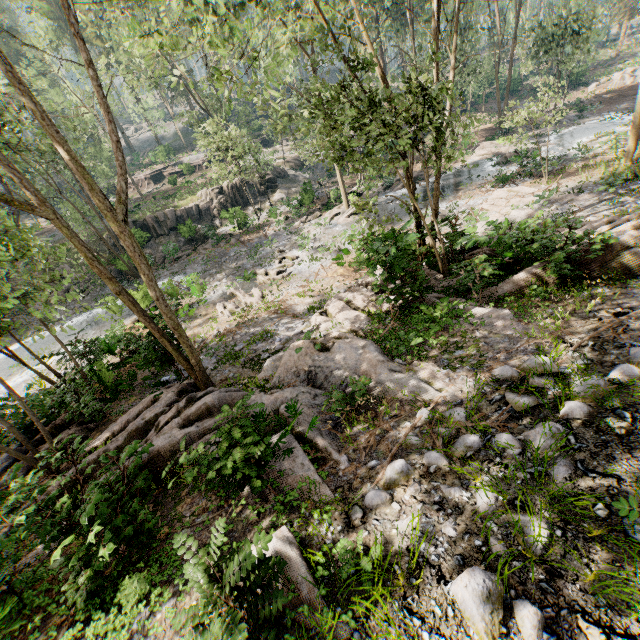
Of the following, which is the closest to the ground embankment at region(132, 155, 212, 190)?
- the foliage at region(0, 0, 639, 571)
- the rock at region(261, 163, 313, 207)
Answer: the foliage at region(0, 0, 639, 571)

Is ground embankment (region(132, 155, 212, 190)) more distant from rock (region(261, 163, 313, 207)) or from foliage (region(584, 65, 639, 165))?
rock (region(261, 163, 313, 207))

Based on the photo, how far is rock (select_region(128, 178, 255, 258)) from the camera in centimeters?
3009cm

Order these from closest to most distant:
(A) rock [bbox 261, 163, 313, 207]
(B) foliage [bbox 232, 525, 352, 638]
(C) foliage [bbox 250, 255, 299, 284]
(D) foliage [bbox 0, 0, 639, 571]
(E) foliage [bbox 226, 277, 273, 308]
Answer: (B) foliage [bbox 232, 525, 352, 638] < (D) foliage [bbox 0, 0, 639, 571] < (E) foliage [bbox 226, 277, 273, 308] < (C) foliage [bbox 250, 255, 299, 284] < (A) rock [bbox 261, 163, 313, 207]

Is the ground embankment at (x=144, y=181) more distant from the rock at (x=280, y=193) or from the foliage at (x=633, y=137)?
the rock at (x=280, y=193)

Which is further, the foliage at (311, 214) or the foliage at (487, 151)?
the foliage at (311, 214)

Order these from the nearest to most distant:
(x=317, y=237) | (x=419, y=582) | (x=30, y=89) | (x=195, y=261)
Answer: (x=419, y=582) → (x=317, y=237) → (x=195, y=261) → (x=30, y=89)
